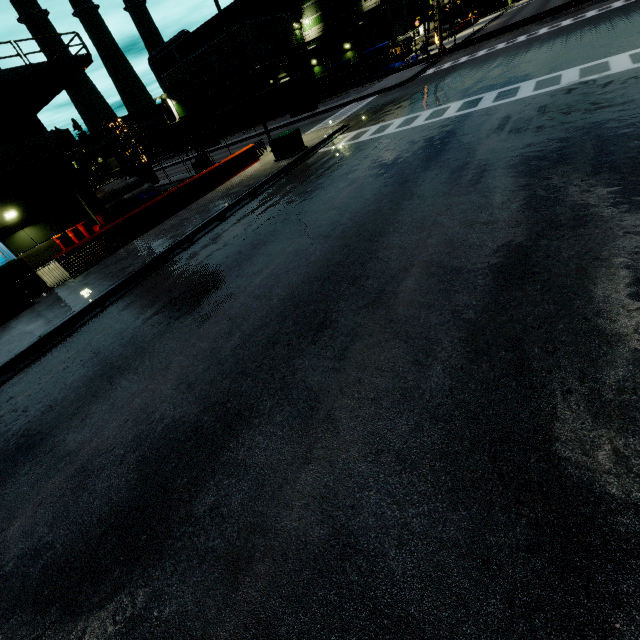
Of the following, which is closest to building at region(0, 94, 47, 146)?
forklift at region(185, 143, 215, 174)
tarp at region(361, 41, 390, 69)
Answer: tarp at region(361, 41, 390, 69)

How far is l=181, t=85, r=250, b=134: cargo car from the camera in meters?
51.0 m

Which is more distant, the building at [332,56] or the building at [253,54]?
the building at [332,56]

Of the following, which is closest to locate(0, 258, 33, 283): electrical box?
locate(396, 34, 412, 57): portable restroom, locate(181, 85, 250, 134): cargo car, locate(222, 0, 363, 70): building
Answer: locate(222, 0, 363, 70): building

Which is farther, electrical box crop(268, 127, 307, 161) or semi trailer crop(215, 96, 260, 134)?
semi trailer crop(215, 96, 260, 134)

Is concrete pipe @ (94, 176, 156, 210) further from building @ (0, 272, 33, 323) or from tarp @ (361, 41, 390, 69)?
tarp @ (361, 41, 390, 69)

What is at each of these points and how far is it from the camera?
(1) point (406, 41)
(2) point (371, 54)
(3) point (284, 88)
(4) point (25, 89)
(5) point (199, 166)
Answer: (1) portable restroom, 54.8 meters
(2) tarp, 43.2 meters
(3) semi trailer, 36.5 meters
(4) balcony, 18.2 meters
(5) forklift, 23.0 meters

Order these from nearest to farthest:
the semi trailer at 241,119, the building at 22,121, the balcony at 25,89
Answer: the balcony at 25,89 < the building at 22,121 < the semi trailer at 241,119
